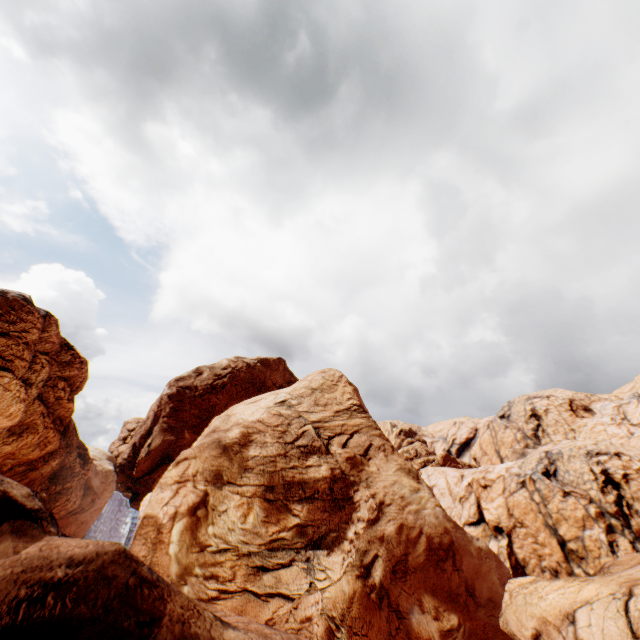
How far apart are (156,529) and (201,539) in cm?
349
